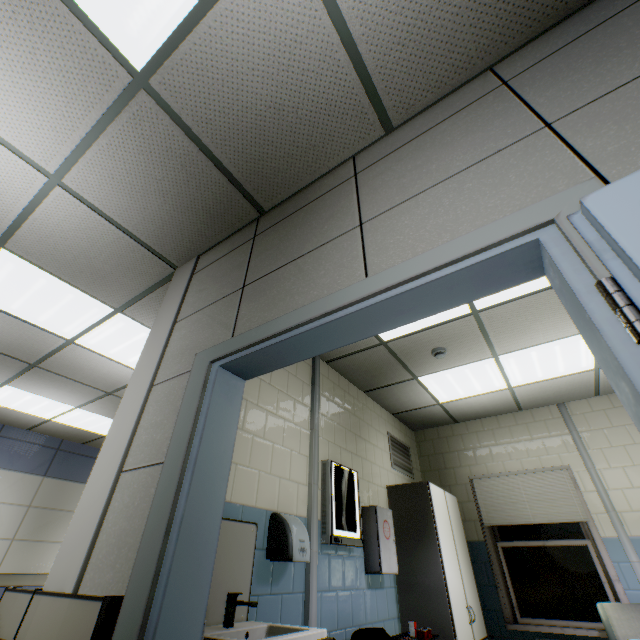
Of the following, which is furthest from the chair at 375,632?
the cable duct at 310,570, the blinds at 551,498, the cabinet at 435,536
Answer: the blinds at 551,498

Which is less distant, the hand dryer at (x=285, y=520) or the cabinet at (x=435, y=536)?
the hand dryer at (x=285, y=520)

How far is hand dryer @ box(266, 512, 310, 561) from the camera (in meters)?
2.25

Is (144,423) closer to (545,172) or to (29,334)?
(545,172)

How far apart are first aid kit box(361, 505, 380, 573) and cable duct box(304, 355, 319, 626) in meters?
0.9 m

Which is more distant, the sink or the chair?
the chair

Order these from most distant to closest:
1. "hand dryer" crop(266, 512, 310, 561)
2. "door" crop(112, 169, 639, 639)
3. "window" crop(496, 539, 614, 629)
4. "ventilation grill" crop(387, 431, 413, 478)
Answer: "ventilation grill" crop(387, 431, 413, 478), "window" crop(496, 539, 614, 629), "hand dryer" crop(266, 512, 310, 561), "door" crop(112, 169, 639, 639)

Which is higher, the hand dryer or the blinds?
the blinds
